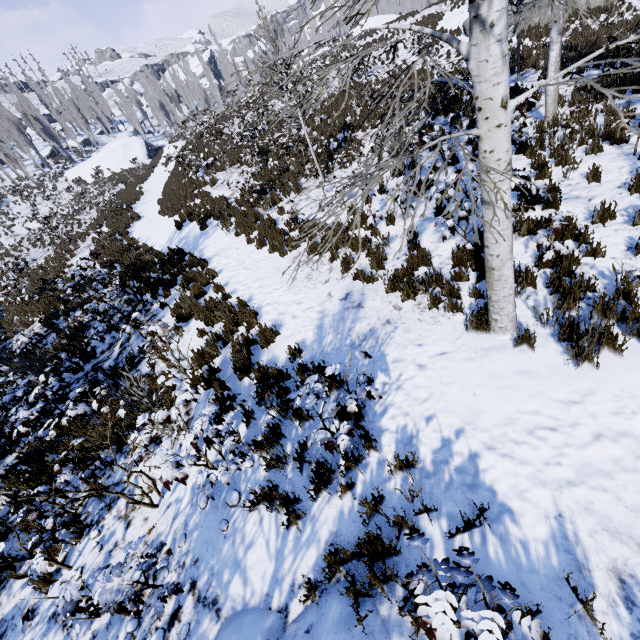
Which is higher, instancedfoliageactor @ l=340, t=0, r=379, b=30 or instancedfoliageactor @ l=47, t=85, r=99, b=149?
instancedfoliageactor @ l=47, t=85, r=99, b=149

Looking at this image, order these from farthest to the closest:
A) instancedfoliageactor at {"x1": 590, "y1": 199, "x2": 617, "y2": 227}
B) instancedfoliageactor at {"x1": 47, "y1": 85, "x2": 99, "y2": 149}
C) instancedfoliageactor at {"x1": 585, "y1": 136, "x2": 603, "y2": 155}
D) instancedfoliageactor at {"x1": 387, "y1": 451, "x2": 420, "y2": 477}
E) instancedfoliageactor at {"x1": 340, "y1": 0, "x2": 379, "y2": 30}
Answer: instancedfoliageactor at {"x1": 47, "y1": 85, "x2": 99, "y2": 149} → instancedfoliageactor at {"x1": 585, "y1": 136, "x2": 603, "y2": 155} → instancedfoliageactor at {"x1": 590, "y1": 199, "x2": 617, "y2": 227} → instancedfoliageactor at {"x1": 387, "y1": 451, "x2": 420, "y2": 477} → instancedfoliageactor at {"x1": 340, "y1": 0, "x2": 379, "y2": 30}

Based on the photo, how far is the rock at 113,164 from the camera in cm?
3741

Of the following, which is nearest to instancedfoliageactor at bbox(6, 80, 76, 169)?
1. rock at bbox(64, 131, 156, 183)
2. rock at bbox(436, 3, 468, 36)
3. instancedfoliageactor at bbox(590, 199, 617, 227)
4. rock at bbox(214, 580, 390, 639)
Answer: rock at bbox(64, 131, 156, 183)

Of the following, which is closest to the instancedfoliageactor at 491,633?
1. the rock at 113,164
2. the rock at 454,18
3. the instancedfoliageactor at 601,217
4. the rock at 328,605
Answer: the rock at 113,164

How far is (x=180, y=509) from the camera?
4.4 meters

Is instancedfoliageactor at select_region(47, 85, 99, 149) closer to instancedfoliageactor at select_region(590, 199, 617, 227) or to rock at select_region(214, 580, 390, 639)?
rock at select_region(214, 580, 390, 639)
